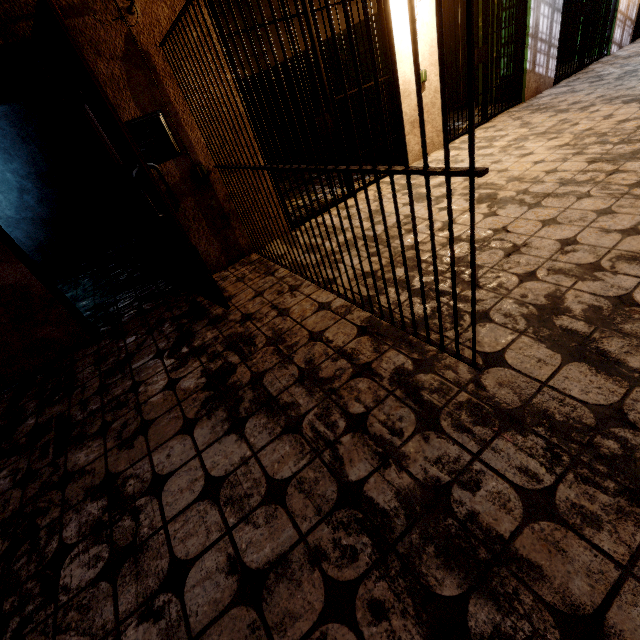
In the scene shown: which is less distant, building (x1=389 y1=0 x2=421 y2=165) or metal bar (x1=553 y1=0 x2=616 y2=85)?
building (x1=389 y1=0 x2=421 y2=165)

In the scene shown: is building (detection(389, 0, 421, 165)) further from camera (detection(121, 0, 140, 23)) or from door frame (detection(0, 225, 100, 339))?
door frame (detection(0, 225, 100, 339))

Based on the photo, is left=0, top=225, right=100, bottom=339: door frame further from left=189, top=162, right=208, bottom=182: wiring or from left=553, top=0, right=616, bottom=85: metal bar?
left=553, top=0, right=616, bottom=85: metal bar

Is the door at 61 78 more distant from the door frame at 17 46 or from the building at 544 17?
the building at 544 17

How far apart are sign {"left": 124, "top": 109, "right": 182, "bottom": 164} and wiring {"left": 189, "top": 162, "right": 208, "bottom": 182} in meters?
0.1

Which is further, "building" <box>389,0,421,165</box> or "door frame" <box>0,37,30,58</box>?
"building" <box>389,0,421,165</box>

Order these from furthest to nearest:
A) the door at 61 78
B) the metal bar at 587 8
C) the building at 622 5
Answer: the building at 622 5 < the metal bar at 587 8 < the door at 61 78

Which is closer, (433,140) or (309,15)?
(309,15)
